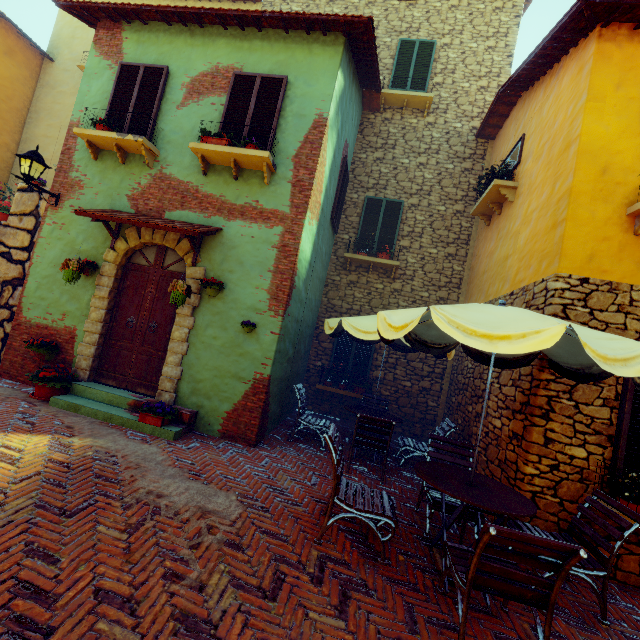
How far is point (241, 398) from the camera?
5.64m

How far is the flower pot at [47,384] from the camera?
5.56m

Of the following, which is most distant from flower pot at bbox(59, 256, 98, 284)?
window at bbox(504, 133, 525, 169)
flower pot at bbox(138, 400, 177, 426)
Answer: window at bbox(504, 133, 525, 169)

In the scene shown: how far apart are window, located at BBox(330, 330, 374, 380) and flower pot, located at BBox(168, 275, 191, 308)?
4.5m

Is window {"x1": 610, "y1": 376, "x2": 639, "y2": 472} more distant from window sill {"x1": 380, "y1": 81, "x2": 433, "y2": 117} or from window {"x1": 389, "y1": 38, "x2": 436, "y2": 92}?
window {"x1": 389, "y1": 38, "x2": 436, "y2": 92}

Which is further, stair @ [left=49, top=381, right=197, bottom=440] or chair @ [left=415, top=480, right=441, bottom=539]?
stair @ [left=49, top=381, right=197, bottom=440]

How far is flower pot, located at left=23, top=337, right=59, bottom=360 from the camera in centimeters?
598cm

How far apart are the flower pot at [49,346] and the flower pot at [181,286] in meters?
2.7
